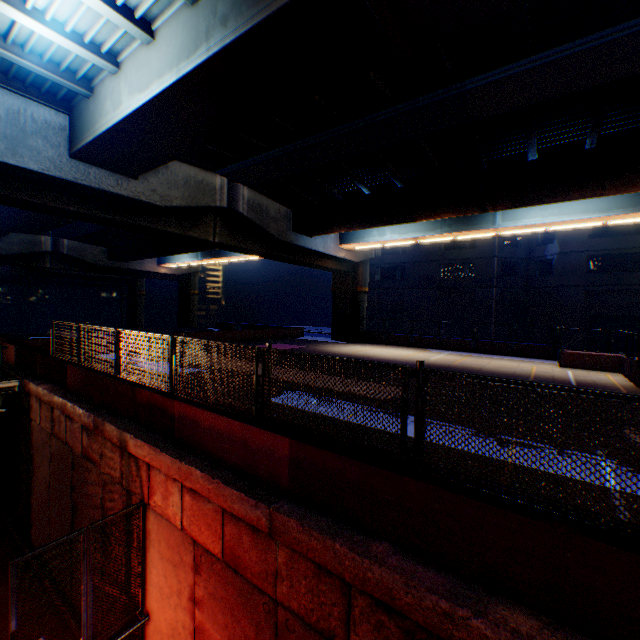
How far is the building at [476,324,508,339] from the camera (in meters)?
32.19

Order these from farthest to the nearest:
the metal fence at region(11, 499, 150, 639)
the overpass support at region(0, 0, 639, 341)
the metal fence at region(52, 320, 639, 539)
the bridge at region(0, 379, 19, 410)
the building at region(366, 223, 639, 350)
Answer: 1. the building at region(366, 223, 639, 350)
2. the bridge at region(0, 379, 19, 410)
3. the overpass support at region(0, 0, 639, 341)
4. the metal fence at region(11, 499, 150, 639)
5. the metal fence at region(52, 320, 639, 539)

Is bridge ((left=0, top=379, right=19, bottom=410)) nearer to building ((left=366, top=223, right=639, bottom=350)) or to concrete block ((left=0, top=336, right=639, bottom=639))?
concrete block ((left=0, top=336, right=639, bottom=639))

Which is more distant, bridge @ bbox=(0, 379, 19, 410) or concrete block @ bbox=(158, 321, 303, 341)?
concrete block @ bbox=(158, 321, 303, 341)

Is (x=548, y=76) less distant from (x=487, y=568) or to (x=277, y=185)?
(x=277, y=185)

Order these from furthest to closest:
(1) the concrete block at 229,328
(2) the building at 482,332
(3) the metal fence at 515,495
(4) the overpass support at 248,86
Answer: (2) the building at 482,332 < (1) the concrete block at 229,328 < (4) the overpass support at 248,86 < (3) the metal fence at 515,495

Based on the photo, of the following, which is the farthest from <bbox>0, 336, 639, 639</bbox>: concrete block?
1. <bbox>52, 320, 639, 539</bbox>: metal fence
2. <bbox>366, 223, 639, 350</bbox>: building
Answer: <bbox>366, 223, 639, 350</bbox>: building

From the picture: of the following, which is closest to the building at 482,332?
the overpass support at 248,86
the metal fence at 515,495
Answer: the overpass support at 248,86
